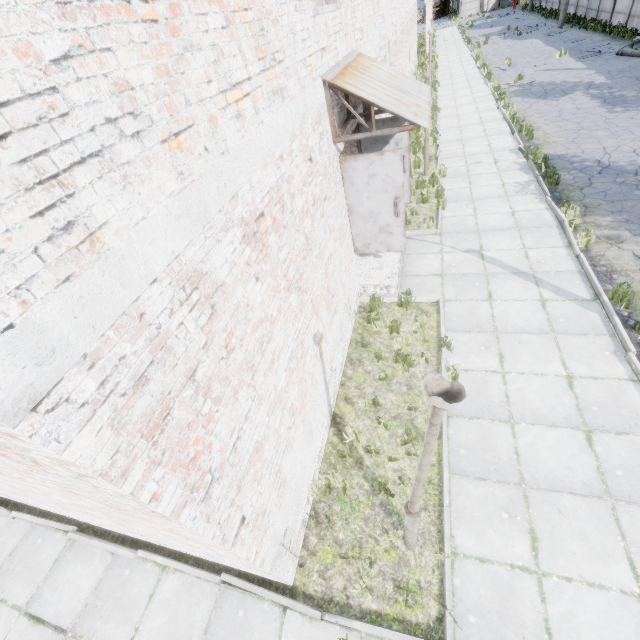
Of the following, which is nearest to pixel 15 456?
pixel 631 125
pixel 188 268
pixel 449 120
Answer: pixel 188 268

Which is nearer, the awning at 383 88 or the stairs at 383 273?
A: the awning at 383 88

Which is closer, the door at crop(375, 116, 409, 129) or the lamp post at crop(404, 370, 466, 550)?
the lamp post at crop(404, 370, 466, 550)

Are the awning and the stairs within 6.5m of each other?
yes

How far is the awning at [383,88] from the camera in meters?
5.2 m

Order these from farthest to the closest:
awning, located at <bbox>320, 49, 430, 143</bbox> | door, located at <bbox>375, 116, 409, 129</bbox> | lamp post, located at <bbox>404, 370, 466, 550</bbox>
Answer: door, located at <bbox>375, 116, 409, 129</bbox> → awning, located at <bbox>320, 49, 430, 143</bbox> → lamp post, located at <bbox>404, 370, 466, 550</bbox>

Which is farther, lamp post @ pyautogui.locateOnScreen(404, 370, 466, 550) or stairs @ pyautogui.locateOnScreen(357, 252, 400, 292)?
stairs @ pyautogui.locateOnScreen(357, 252, 400, 292)

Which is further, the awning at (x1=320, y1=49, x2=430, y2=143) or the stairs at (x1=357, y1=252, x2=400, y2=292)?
the stairs at (x1=357, y1=252, x2=400, y2=292)
